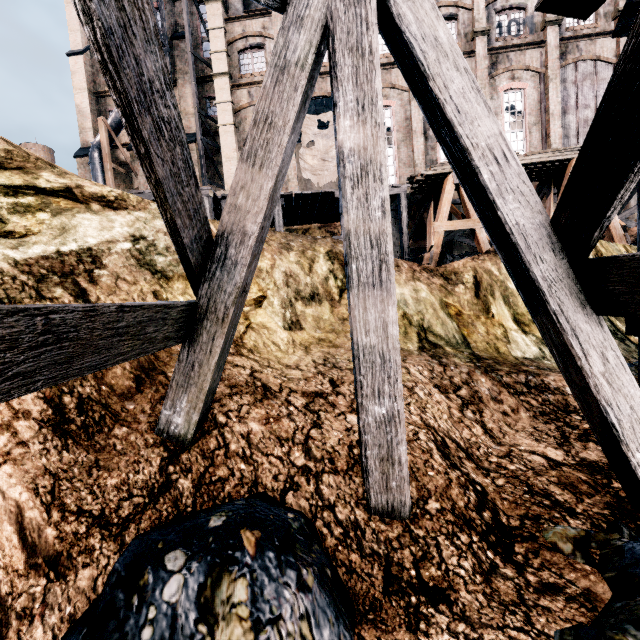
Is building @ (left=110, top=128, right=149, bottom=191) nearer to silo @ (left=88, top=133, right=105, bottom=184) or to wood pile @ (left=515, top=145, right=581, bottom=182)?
silo @ (left=88, top=133, right=105, bottom=184)

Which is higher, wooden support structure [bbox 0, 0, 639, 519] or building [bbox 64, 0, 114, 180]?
building [bbox 64, 0, 114, 180]

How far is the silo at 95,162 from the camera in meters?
25.2

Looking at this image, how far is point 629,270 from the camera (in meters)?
2.32

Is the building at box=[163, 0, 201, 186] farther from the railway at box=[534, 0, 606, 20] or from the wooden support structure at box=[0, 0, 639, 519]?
the wooden support structure at box=[0, 0, 639, 519]

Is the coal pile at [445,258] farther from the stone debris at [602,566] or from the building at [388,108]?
A: the stone debris at [602,566]

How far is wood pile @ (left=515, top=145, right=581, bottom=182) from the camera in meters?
13.2 m

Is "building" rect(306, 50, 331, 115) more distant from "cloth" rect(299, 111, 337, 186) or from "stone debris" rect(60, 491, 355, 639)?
"stone debris" rect(60, 491, 355, 639)
